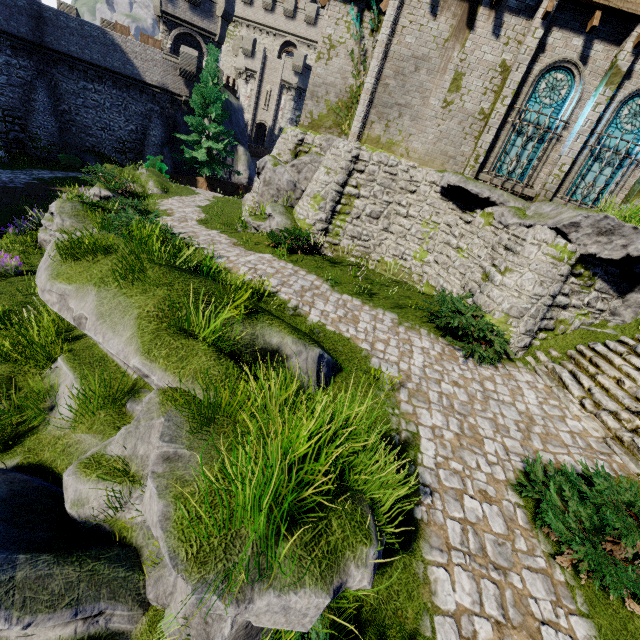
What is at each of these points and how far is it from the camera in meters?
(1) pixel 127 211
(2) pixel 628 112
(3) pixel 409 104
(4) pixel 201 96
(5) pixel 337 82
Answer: (1) bush, 10.1
(2) window glass, 11.3
(3) building, 12.4
(4) tree, 25.5
(5) building, 15.0

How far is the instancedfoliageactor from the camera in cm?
215

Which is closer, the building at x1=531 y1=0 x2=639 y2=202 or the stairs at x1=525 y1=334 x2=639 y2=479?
the stairs at x1=525 y1=334 x2=639 y2=479

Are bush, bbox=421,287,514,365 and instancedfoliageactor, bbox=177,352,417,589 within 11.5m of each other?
yes

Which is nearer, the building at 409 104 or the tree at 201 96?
the building at 409 104

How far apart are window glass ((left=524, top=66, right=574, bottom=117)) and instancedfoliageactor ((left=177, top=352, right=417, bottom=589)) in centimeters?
1374cm

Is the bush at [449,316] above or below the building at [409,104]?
below

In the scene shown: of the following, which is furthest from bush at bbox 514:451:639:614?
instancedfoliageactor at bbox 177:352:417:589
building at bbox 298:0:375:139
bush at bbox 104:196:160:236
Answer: bush at bbox 104:196:160:236
